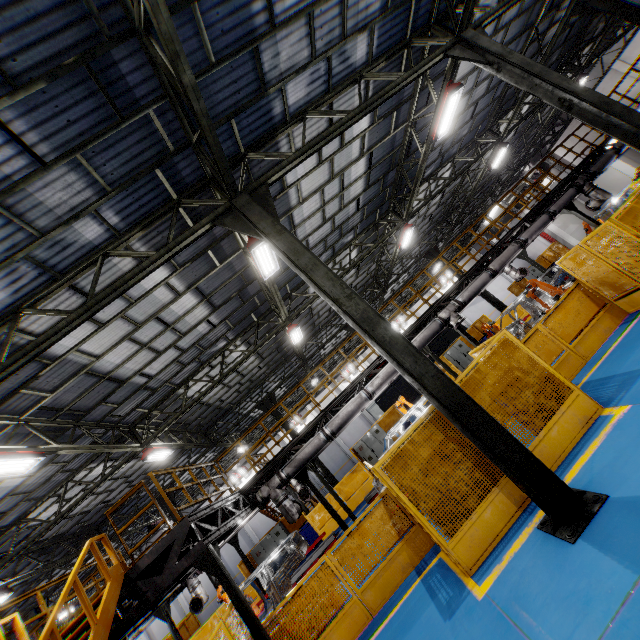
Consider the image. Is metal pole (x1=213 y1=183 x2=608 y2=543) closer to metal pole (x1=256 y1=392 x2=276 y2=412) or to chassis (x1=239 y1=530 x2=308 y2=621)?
chassis (x1=239 y1=530 x2=308 y2=621)

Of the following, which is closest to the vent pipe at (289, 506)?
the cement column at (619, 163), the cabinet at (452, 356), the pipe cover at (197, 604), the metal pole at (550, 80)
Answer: the cement column at (619, 163)

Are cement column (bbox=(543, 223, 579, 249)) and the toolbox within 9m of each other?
no

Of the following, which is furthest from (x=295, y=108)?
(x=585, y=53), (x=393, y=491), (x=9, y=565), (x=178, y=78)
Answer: (x=585, y=53)

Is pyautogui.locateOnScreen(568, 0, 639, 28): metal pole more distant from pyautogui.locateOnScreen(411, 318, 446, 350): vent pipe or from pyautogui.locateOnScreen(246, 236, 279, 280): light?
pyautogui.locateOnScreen(246, 236, 279, 280): light

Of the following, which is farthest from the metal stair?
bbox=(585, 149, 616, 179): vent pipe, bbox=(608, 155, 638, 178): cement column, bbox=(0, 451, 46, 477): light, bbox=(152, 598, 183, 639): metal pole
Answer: bbox=(608, 155, 638, 178): cement column

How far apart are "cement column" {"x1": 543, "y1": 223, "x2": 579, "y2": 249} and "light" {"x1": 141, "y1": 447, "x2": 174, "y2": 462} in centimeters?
2602cm

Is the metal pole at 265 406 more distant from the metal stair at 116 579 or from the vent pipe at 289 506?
the metal stair at 116 579
